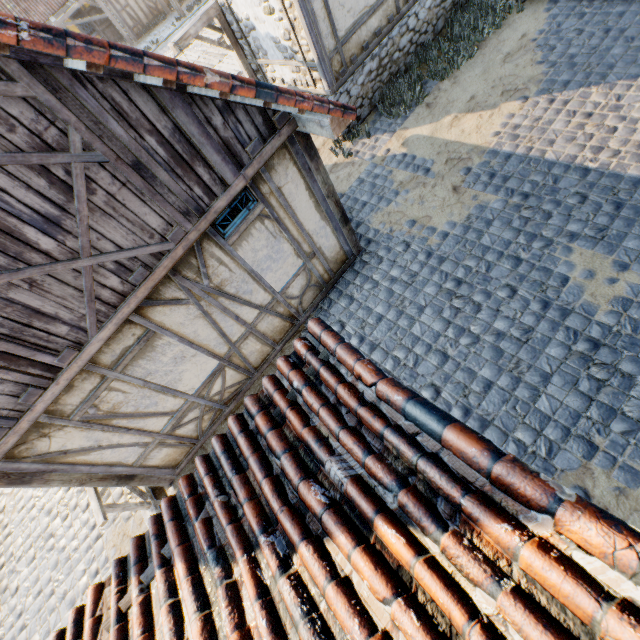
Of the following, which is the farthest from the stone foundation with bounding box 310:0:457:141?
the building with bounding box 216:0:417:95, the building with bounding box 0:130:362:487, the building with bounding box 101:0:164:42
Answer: the building with bounding box 101:0:164:42

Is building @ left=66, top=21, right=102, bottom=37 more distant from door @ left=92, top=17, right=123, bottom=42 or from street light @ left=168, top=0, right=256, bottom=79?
street light @ left=168, top=0, right=256, bottom=79

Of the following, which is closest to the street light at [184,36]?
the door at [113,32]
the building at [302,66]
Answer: the building at [302,66]

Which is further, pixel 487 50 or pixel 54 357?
pixel 487 50

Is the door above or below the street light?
below

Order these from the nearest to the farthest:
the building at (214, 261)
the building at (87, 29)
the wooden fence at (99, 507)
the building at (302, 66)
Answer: the building at (214, 261)
the wooden fence at (99, 507)
the building at (302, 66)
the building at (87, 29)

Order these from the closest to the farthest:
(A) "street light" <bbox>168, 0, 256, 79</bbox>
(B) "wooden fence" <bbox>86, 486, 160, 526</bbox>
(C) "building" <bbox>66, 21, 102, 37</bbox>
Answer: (B) "wooden fence" <bbox>86, 486, 160, 526</bbox> < (A) "street light" <bbox>168, 0, 256, 79</bbox> < (C) "building" <bbox>66, 21, 102, 37</bbox>

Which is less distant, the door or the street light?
the street light
